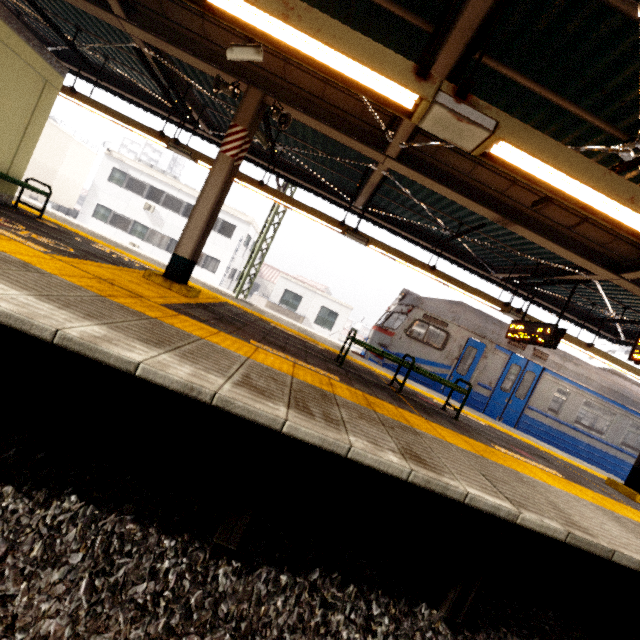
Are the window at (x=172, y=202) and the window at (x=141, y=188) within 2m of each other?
yes

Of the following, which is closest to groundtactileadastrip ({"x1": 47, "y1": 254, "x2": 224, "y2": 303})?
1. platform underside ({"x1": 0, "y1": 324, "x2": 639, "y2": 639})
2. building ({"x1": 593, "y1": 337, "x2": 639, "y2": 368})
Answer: platform underside ({"x1": 0, "y1": 324, "x2": 639, "y2": 639})

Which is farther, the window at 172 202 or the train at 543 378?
the window at 172 202

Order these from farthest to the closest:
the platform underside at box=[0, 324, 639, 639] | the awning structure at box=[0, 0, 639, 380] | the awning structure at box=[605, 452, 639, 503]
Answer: the awning structure at box=[605, 452, 639, 503] < the awning structure at box=[0, 0, 639, 380] < the platform underside at box=[0, 324, 639, 639]

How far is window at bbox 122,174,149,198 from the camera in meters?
24.5

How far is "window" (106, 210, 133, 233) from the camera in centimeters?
2456cm

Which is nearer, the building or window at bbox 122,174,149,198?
window at bbox 122,174,149,198

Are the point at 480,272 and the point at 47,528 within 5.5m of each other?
no
